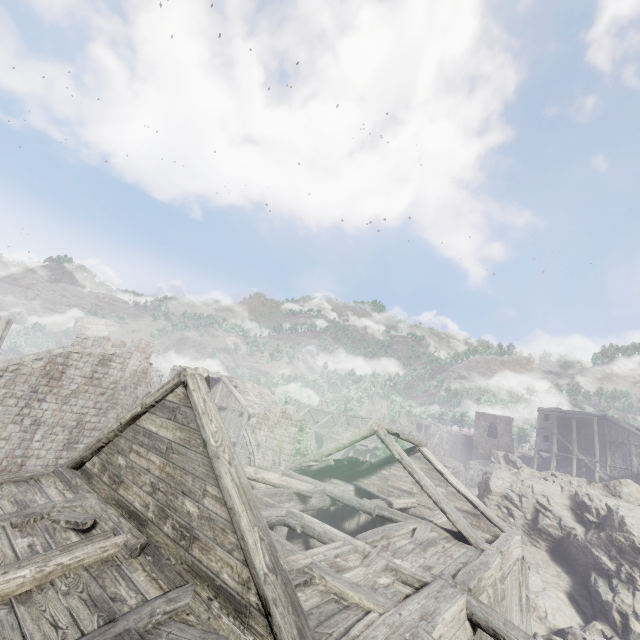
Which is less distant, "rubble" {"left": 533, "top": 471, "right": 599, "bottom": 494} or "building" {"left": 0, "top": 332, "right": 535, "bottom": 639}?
"building" {"left": 0, "top": 332, "right": 535, "bottom": 639}

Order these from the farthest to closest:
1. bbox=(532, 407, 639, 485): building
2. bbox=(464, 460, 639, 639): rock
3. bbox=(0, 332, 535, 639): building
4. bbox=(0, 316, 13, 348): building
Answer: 1. bbox=(532, 407, 639, 485): building
2. bbox=(0, 316, 13, 348): building
3. bbox=(464, 460, 639, 639): rock
4. bbox=(0, 332, 535, 639): building

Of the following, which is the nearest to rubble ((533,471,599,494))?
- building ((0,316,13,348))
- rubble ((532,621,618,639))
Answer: building ((0,316,13,348))

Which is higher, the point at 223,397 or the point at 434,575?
the point at 223,397

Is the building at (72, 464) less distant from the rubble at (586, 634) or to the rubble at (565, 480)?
the rubble at (586, 634)

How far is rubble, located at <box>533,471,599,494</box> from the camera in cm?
2170

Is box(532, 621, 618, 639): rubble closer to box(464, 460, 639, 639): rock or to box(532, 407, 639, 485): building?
box(464, 460, 639, 639): rock

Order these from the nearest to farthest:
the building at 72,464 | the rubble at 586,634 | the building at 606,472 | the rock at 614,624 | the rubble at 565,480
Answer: the building at 72,464, the rubble at 586,634, the rock at 614,624, the rubble at 565,480, the building at 606,472
